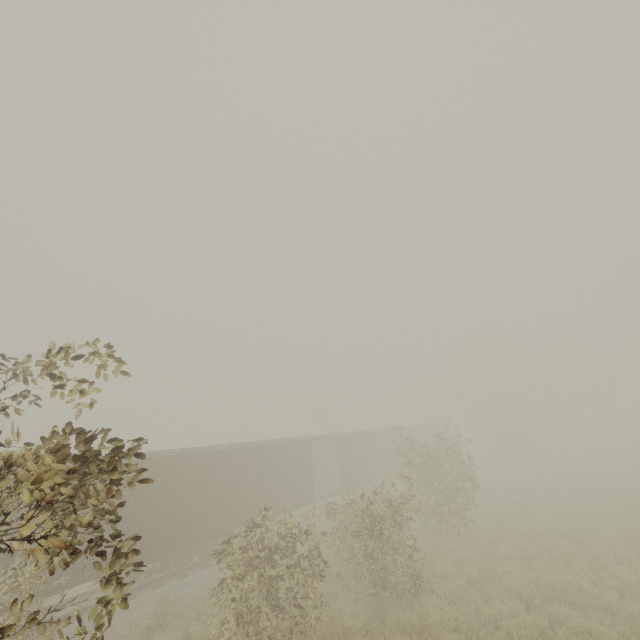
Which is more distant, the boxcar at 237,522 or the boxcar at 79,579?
the boxcar at 237,522

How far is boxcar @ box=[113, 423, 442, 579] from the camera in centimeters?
1270cm

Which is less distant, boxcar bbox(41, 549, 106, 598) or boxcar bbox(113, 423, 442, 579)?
boxcar bbox(41, 549, 106, 598)

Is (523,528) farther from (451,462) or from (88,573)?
(88,573)

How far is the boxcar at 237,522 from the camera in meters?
12.7
